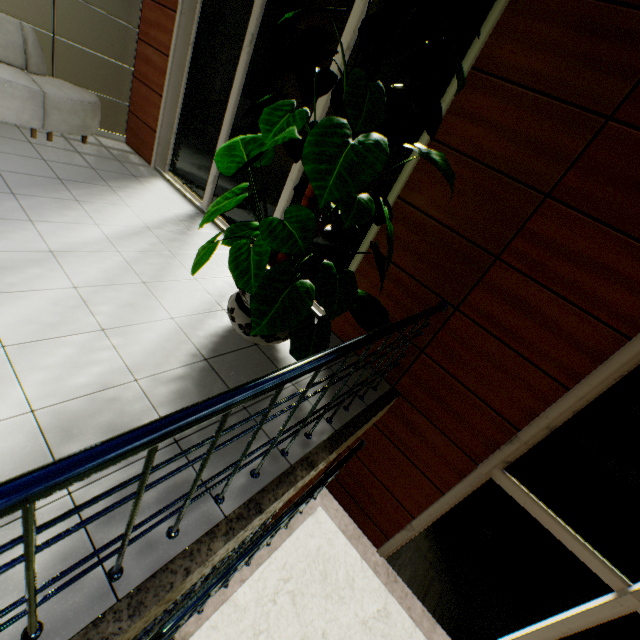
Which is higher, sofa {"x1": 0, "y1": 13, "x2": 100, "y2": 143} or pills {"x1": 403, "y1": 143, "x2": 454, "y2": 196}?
pills {"x1": 403, "y1": 143, "x2": 454, "y2": 196}

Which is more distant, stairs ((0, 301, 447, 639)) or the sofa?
the sofa

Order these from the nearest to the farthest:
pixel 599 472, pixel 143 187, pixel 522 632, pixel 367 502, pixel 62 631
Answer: pixel 62 631 → pixel 599 472 → pixel 522 632 → pixel 367 502 → pixel 143 187

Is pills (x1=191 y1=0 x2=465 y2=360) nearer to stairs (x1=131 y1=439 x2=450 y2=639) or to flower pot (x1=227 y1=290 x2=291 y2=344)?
flower pot (x1=227 y1=290 x2=291 y2=344)

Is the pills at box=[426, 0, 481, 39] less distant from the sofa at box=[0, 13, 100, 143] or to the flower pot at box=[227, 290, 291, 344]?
the flower pot at box=[227, 290, 291, 344]

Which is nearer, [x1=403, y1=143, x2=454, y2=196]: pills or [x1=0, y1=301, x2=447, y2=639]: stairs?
[x1=0, y1=301, x2=447, y2=639]: stairs

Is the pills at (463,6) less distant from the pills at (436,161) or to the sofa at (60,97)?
the pills at (436,161)

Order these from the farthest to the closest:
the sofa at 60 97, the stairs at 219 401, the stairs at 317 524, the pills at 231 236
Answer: the sofa at 60 97, the stairs at 317 524, the pills at 231 236, the stairs at 219 401
